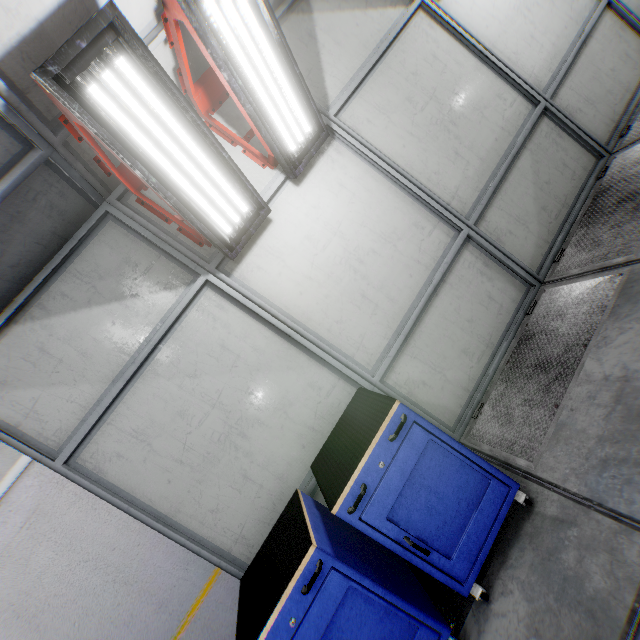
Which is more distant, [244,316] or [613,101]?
[613,101]

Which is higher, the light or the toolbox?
the light

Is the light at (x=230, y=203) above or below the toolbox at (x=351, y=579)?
above
